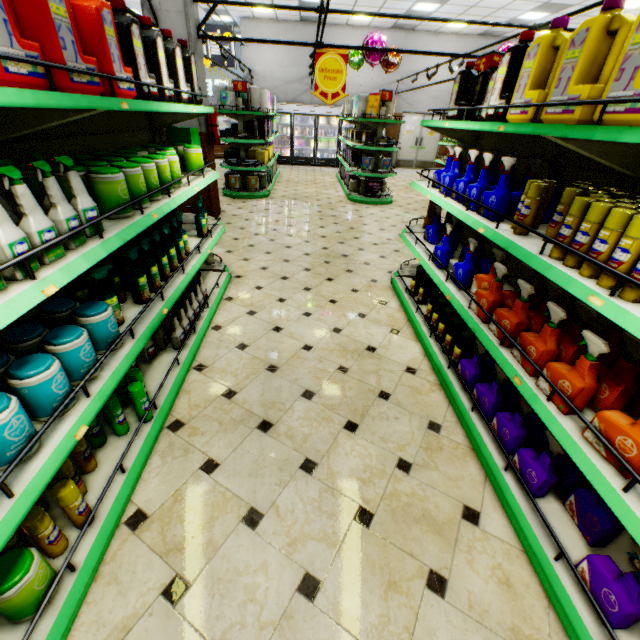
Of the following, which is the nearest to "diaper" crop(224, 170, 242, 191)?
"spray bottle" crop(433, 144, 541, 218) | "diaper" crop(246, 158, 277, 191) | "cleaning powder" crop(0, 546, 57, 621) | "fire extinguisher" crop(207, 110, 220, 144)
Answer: "diaper" crop(246, 158, 277, 191)

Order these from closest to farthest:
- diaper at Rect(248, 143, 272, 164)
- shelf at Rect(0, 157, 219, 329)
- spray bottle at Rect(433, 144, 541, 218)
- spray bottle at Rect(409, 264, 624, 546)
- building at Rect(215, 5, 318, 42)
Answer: shelf at Rect(0, 157, 219, 329) → spray bottle at Rect(409, 264, 624, 546) → spray bottle at Rect(433, 144, 541, 218) → diaper at Rect(248, 143, 272, 164) → building at Rect(215, 5, 318, 42)

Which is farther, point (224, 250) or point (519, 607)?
point (224, 250)

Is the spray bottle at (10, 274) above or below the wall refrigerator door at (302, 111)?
below

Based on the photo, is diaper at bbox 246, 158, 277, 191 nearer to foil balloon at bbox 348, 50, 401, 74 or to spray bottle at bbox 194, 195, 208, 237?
foil balloon at bbox 348, 50, 401, 74

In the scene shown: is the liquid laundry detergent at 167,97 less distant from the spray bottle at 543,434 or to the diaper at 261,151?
the spray bottle at 543,434

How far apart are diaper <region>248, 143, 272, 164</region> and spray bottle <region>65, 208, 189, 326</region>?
7.3m

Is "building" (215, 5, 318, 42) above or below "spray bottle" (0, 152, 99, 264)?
above
